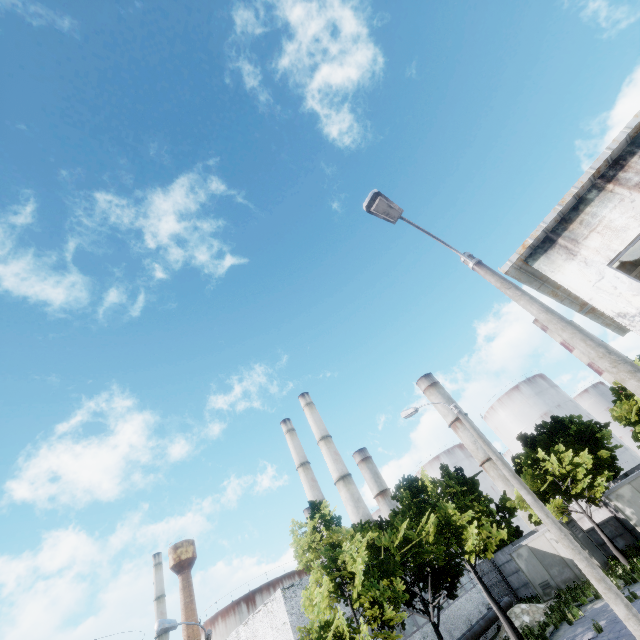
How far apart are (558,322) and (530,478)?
24.0m

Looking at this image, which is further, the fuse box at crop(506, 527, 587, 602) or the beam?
the fuse box at crop(506, 527, 587, 602)

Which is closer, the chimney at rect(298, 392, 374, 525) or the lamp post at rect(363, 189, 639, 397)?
the lamp post at rect(363, 189, 639, 397)

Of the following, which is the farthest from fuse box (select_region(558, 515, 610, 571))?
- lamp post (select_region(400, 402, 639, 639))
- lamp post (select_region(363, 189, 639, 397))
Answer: lamp post (select_region(363, 189, 639, 397))

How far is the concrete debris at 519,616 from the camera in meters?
20.7

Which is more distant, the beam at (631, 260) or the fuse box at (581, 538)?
the fuse box at (581, 538)

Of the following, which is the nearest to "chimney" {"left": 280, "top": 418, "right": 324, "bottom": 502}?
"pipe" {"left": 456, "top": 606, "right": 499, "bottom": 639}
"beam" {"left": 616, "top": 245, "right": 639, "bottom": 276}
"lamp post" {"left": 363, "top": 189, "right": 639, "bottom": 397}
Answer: "pipe" {"left": 456, "top": 606, "right": 499, "bottom": 639}

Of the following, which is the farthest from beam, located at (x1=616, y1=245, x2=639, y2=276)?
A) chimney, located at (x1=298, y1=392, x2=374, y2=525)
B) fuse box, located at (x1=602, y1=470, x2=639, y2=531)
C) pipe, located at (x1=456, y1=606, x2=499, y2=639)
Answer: chimney, located at (x1=298, y1=392, x2=374, y2=525)
